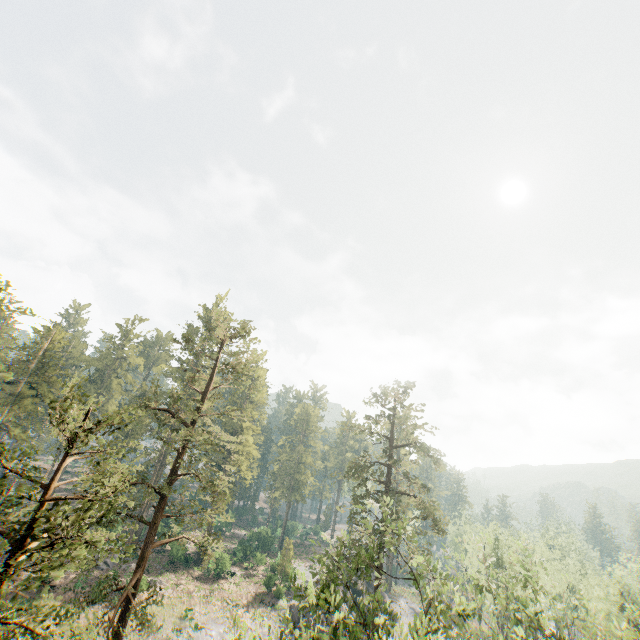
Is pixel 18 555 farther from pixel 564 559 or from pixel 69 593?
pixel 564 559

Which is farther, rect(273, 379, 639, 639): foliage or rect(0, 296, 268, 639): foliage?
rect(273, 379, 639, 639): foliage

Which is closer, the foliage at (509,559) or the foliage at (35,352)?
the foliage at (35,352)
